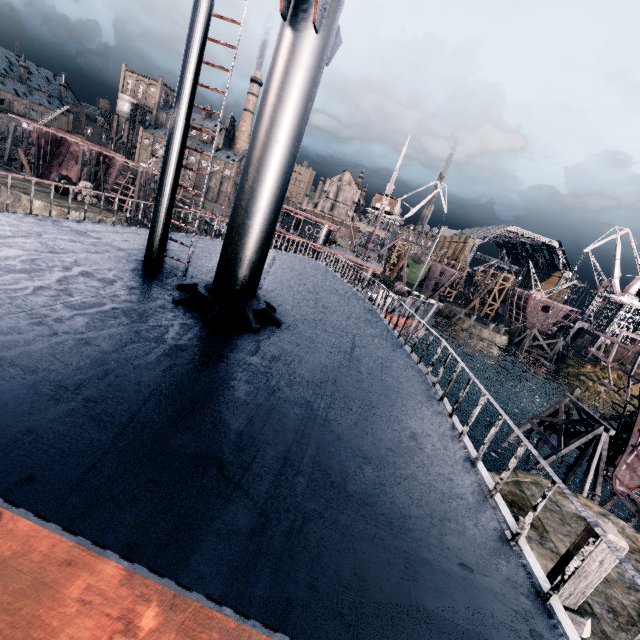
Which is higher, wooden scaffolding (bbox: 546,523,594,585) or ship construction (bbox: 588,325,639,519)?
wooden scaffolding (bbox: 546,523,594,585)

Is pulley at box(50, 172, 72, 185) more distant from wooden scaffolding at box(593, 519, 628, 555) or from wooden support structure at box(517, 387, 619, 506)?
wooden support structure at box(517, 387, 619, 506)

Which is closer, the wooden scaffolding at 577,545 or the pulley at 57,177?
the wooden scaffolding at 577,545

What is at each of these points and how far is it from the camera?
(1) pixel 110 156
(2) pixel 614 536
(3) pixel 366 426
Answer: (1) ship construction, 54.34m
(2) wooden scaffolding, 6.41m
(3) ship, 5.13m

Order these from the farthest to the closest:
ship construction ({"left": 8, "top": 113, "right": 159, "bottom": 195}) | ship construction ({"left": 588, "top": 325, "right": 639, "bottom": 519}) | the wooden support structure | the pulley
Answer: ship construction ({"left": 8, "top": 113, "right": 159, "bottom": 195})
the pulley
the wooden support structure
ship construction ({"left": 588, "top": 325, "right": 639, "bottom": 519})

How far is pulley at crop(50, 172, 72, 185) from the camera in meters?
41.9 m

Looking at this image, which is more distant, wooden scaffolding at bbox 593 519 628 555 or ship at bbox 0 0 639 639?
wooden scaffolding at bbox 593 519 628 555

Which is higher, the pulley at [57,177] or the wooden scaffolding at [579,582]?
the wooden scaffolding at [579,582]
